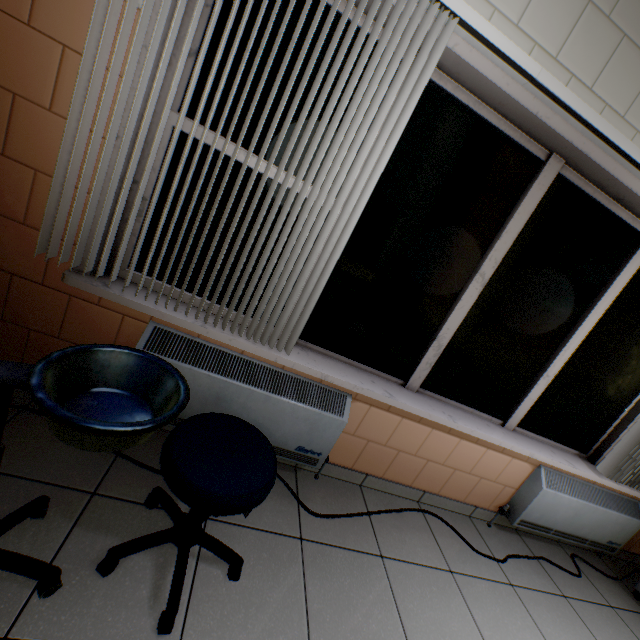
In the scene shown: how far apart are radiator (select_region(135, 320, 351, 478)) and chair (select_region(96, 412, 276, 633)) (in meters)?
0.36

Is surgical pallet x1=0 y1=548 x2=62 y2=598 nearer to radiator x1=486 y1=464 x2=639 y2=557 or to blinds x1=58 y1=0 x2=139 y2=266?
blinds x1=58 y1=0 x2=139 y2=266

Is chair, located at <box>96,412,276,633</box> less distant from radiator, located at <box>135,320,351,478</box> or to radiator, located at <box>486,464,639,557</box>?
radiator, located at <box>135,320,351,478</box>

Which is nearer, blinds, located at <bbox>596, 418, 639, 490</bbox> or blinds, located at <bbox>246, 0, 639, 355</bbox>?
blinds, located at <bbox>246, 0, 639, 355</bbox>

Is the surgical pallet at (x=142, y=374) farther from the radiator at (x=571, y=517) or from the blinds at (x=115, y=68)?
the radiator at (x=571, y=517)

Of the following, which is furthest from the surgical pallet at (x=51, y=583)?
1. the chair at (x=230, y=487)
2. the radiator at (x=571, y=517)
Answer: the radiator at (x=571, y=517)

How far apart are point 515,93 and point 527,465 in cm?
245
